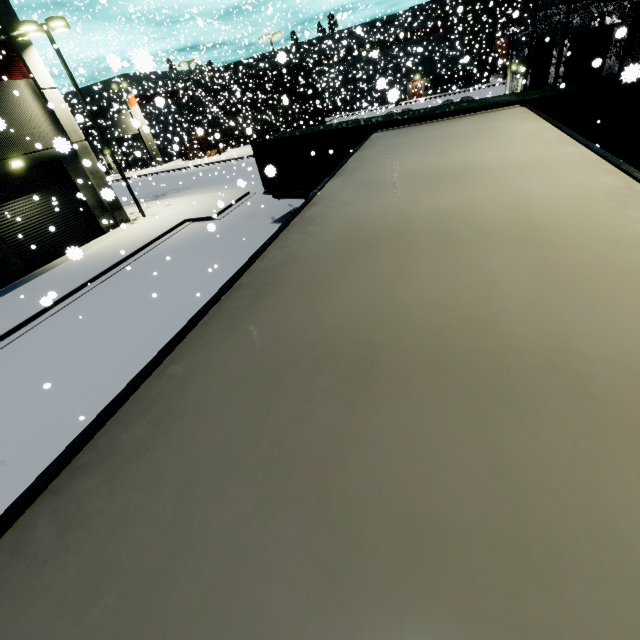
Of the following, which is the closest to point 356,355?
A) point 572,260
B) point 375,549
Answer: point 375,549

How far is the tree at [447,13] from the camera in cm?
4447

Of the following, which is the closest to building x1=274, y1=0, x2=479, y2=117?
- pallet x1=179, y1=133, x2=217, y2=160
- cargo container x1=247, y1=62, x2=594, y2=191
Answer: pallet x1=179, y1=133, x2=217, y2=160

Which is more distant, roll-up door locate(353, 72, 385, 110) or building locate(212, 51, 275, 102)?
building locate(212, 51, 275, 102)

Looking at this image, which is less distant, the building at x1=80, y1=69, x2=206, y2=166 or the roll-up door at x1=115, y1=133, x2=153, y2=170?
the building at x1=80, y1=69, x2=206, y2=166

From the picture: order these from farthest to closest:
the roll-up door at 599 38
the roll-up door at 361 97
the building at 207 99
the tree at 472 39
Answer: the building at 207 99 < the tree at 472 39 < the roll-up door at 361 97 < the roll-up door at 599 38

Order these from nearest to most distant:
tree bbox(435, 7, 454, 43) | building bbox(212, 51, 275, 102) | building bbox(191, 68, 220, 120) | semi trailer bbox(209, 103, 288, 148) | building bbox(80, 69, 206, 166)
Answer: building bbox(80, 69, 206, 166)
semi trailer bbox(209, 103, 288, 148)
building bbox(212, 51, 275, 102)
building bbox(191, 68, 220, 120)
tree bbox(435, 7, 454, 43)

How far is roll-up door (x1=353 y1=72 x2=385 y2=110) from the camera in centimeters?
1831cm
